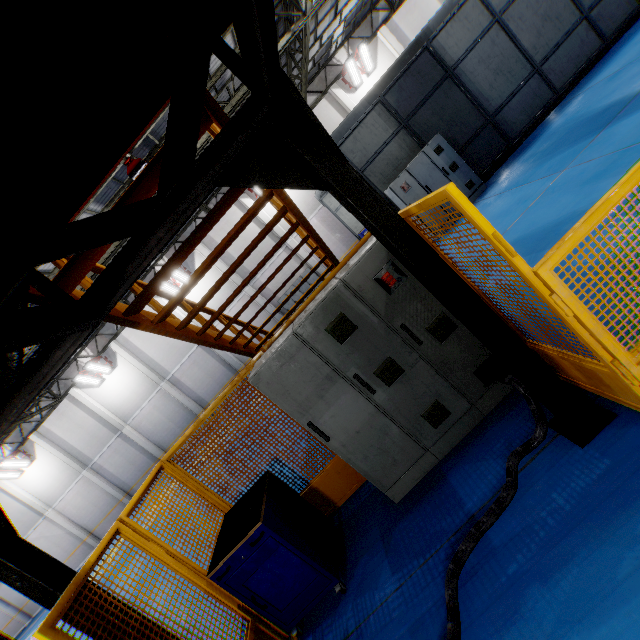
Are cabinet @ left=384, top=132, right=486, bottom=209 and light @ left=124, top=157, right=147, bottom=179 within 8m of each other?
yes

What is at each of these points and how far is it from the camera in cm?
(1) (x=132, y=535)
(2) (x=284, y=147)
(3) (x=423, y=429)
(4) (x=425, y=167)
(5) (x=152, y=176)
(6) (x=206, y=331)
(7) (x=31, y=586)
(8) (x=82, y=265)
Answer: (1) metal panel, 313
(2) metal pole, 218
(3) cabinet, 346
(4) cabinet, 945
(5) metal stair, 262
(6) metal stair, 463
(7) metal pole, 250
(8) metal stair, 274

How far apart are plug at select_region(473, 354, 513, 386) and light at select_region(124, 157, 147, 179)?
9.9m

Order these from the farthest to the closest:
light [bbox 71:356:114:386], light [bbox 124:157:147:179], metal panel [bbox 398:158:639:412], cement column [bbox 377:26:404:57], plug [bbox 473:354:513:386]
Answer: light [bbox 71:356:114:386] → cement column [bbox 377:26:404:57] → light [bbox 124:157:147:179] → plug [bbox 473:354:513:386] → metal panel [bbox 398:158:639:412]

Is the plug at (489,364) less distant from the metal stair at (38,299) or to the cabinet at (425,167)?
the metal stair at (38,299)

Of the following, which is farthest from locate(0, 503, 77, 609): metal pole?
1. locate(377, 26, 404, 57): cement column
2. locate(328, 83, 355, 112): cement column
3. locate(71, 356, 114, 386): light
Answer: locate(377, 26, 404, 57): cement column

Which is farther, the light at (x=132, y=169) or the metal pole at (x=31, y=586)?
the light at (x=132, y=169)

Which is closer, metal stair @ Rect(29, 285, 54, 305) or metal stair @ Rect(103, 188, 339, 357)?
metal stair @ Rect(29, 285, 54, 305)
